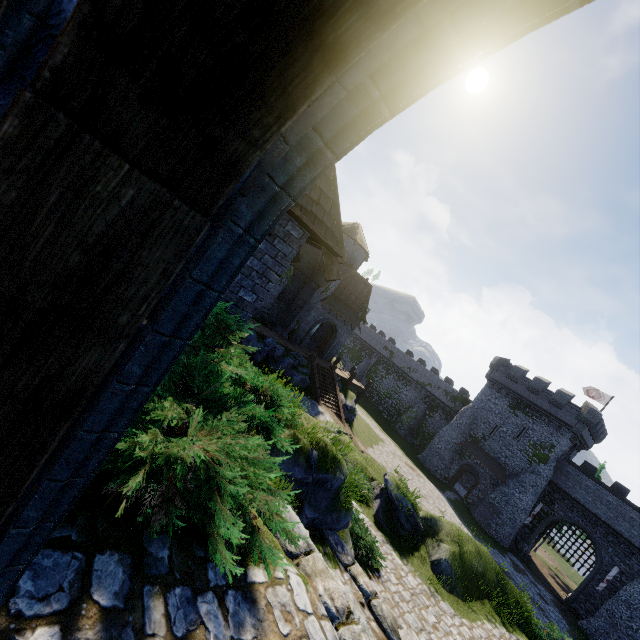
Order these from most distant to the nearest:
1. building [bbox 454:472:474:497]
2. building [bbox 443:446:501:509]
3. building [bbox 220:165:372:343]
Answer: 1. building [bbox 454:472:474:497]
2. building [bbox 443:446:501:509]
3. building [bbox 220:165:372:343]

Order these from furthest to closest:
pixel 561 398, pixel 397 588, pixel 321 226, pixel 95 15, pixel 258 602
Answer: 1. pixel 561 398
2. pixel 397 588
3. pixel 321 226
4. pixel 258 602
5. pixel 95 15

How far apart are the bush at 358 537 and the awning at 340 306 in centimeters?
1846cm

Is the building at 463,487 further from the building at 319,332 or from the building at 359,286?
the building at 359,286

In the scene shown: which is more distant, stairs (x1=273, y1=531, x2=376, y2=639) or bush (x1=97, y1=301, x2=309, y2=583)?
stairs (x1=273, y1=531, x2=376, y2=639)

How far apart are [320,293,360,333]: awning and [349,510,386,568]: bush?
18.46m

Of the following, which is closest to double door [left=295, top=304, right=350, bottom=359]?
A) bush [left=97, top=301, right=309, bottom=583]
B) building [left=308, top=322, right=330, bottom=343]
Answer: building [left=308, top=322, right=330, bottom=343]

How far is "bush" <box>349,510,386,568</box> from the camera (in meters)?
10.68
